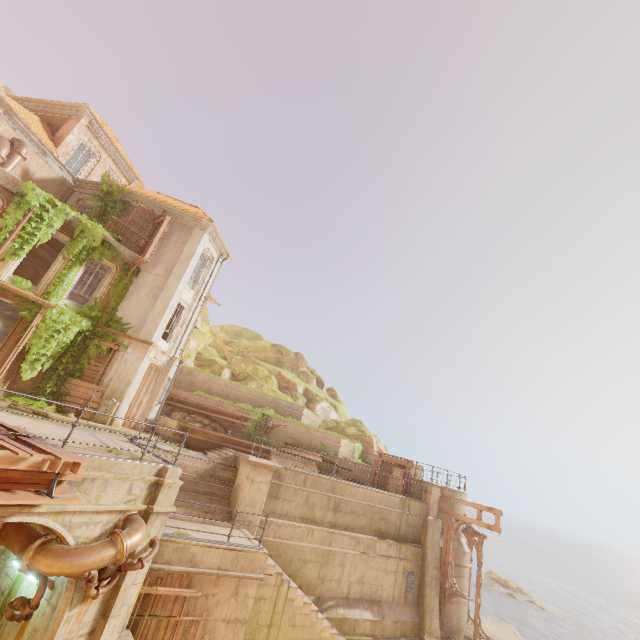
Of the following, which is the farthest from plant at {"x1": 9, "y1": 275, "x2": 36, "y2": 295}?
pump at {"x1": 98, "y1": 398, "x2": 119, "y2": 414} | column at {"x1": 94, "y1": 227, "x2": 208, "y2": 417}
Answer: pump at {"x1": 98, "y1": 398, "x2": 119, "y2": 414}

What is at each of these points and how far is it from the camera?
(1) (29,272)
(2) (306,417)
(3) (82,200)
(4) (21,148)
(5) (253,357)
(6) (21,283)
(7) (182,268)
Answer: (1) wallpaper, 21.34m
(2) building, 26.14m
(3) window, 19.95m
(4) pipe, 16.45m
(5) rock, 35.84m
(6) plant, 14.92m
(7) column, 19.38m

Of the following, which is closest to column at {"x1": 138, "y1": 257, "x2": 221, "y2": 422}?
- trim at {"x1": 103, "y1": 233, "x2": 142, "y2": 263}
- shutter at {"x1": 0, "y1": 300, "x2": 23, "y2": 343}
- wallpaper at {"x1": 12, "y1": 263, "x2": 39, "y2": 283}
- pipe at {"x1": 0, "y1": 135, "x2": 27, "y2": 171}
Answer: trim at {"x1": 103, "y1": 233, "x2": 142, "y2": 263}

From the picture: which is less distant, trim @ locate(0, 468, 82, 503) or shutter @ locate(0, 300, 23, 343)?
trim @ locate(0, 468, 82, 503)

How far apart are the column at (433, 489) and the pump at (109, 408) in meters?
17.3 m

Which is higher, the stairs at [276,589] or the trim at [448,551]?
the trim at [448,551]

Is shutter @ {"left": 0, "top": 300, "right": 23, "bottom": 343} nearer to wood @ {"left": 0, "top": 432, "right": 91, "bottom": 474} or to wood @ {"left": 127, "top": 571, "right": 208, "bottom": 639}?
wood @ {"left": 0, "top": 432, "right": 91, "bottom": 474}

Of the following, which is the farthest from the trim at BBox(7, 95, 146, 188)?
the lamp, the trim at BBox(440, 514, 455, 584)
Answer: → the trim at BBox(440, 514, 455, 584)
